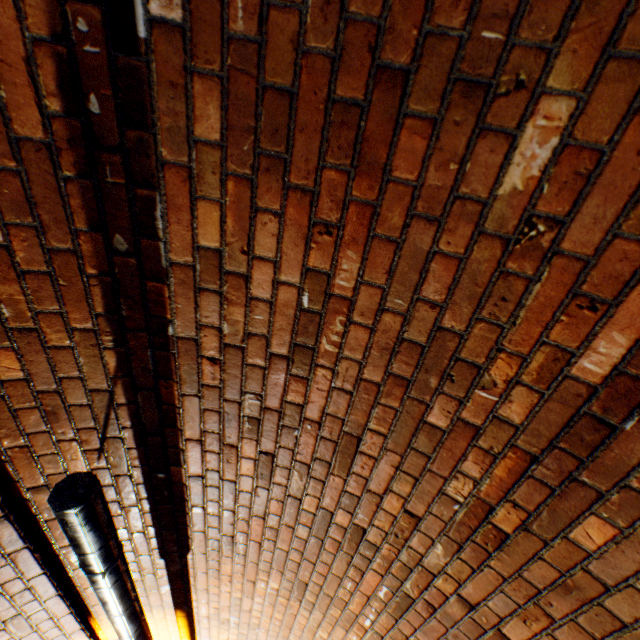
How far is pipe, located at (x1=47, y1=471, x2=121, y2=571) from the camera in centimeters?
108cm

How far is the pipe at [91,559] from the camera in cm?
108

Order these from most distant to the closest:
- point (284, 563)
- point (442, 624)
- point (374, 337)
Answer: point (284, 563), point (442, 624), point (374, 337)

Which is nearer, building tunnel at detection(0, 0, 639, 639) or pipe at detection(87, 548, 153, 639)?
building tunnel at detection(0, 0, 639, 639)

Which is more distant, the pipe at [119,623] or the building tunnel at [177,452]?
the pipe at [119,623]
